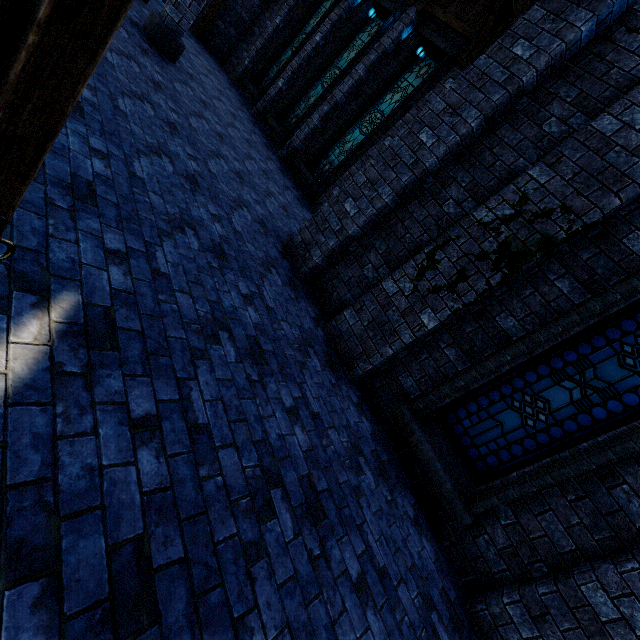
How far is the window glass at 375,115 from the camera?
9.4m

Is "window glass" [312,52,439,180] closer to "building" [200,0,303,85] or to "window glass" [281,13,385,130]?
"building" [200,0,303,85]

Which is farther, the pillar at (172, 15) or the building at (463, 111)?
the pillar at (172, 15)

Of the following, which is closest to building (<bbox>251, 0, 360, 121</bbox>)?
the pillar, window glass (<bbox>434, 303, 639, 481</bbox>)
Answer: the pillar

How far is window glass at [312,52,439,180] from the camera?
9.4m

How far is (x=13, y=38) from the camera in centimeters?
63cm

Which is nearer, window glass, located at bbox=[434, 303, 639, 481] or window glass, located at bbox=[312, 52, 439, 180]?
window glass, located at bbox=[434, 303, 639, 481]

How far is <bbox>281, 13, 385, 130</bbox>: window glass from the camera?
10.82m
